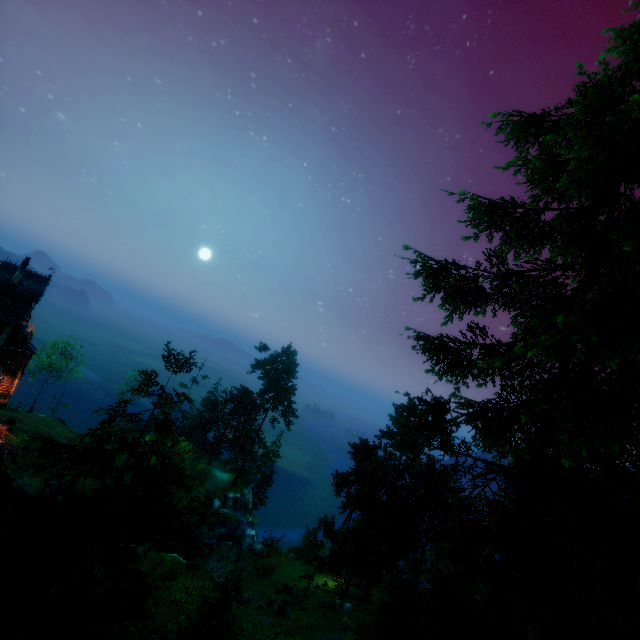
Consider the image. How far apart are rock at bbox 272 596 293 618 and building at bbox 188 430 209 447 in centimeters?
3304cm

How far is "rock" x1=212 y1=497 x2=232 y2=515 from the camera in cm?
4874

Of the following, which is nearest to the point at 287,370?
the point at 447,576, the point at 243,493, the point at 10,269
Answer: the point at 243,493

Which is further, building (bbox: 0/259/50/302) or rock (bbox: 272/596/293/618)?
building (bbox: 0/259/50/302)

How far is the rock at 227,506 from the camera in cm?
4874

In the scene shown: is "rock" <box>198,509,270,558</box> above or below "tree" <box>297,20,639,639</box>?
below

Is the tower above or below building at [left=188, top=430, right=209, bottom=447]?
above

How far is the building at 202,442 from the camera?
56.7 meters
